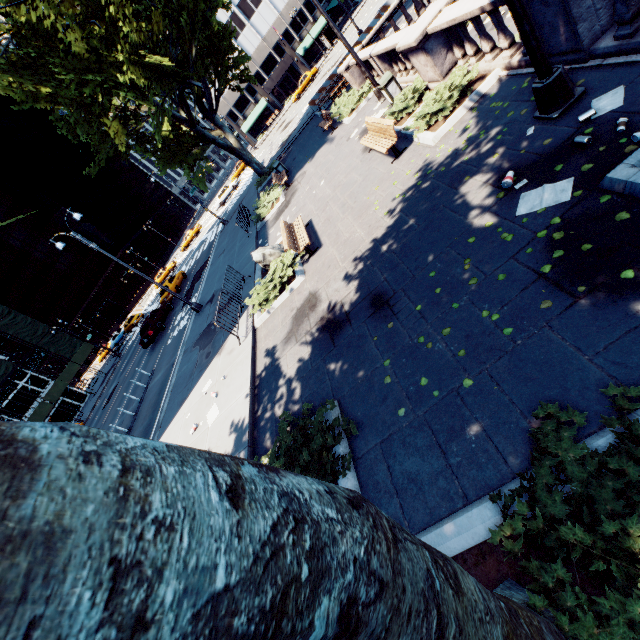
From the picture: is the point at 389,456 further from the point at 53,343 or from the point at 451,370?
the point at 53,343

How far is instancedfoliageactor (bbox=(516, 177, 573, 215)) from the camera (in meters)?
4.64

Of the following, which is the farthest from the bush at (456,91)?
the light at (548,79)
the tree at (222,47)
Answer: the tree at (222,47)

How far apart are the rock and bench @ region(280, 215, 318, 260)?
0.8 meters

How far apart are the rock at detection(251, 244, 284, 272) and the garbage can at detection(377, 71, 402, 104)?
6.84m

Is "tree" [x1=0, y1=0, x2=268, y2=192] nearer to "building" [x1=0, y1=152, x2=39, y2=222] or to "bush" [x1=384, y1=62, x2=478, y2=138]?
"bush" [x1=384, y1=62, x2=478, y2=138]

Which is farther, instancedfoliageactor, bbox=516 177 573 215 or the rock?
the rock

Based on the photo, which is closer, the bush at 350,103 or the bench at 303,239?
the bench at 303,239
